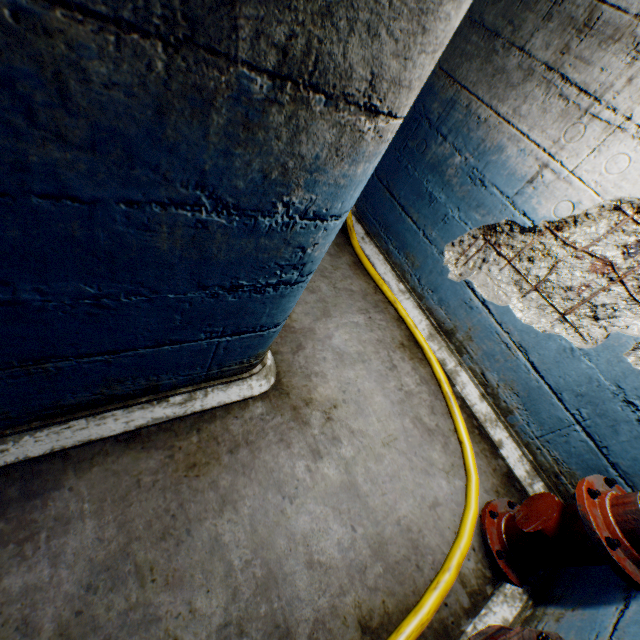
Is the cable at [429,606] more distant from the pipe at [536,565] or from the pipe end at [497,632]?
the pipe end at [497,632]

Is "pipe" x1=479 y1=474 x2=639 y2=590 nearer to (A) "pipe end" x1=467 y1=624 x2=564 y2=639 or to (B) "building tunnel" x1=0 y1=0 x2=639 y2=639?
(B) "building tunnel" x1=0 y1=0 x2=639 y2=639

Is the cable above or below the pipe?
below

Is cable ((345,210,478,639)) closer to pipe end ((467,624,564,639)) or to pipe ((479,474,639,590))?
pipe ((479,474,639,590))

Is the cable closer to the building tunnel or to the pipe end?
the building tunnel

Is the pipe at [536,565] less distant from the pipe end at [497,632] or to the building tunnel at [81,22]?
the building tunnel at [81,22]

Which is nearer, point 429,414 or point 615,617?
point 615,617

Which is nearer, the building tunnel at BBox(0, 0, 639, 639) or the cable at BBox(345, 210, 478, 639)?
the building tunnel at BBox(0, 0, 639, 639)
